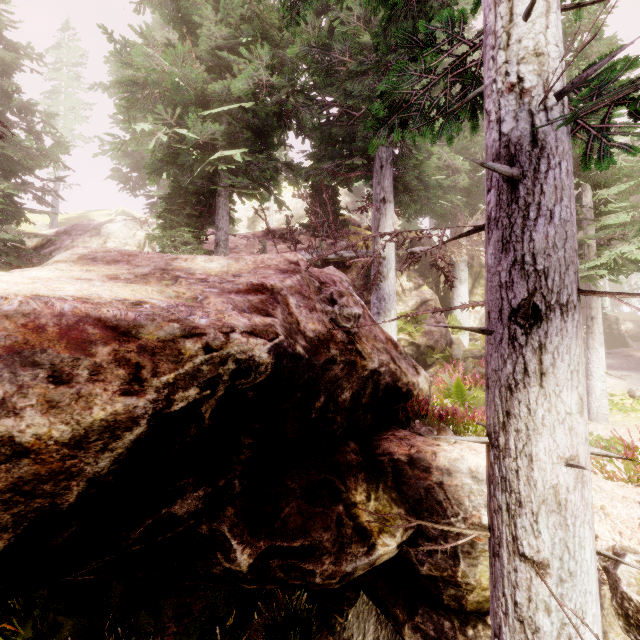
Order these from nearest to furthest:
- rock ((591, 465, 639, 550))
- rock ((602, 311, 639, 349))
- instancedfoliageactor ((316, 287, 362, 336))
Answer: rock ((591, 465, 639, 550)) → instancedfoliageactor ((316, 287, 362, 336)) → rock ((602, 311, 639, 349))

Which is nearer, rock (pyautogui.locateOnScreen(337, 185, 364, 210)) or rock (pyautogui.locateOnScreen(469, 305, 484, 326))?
rock (pyautogui.locateOnScreen(469, 305, 484, 326))

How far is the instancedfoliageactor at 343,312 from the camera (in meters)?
4.90

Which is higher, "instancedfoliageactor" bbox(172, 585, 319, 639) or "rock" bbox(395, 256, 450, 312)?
"rock" bbox(395, 256, 450, 312)

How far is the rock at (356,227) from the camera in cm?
1905

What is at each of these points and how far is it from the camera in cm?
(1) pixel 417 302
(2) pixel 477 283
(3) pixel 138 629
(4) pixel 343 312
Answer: (1) rock, 1548
(2) rock, 1998
(3) instancedfoliageactor, 489
(4) instancedfoliageactor, 501

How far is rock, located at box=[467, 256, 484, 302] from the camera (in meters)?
19.53
